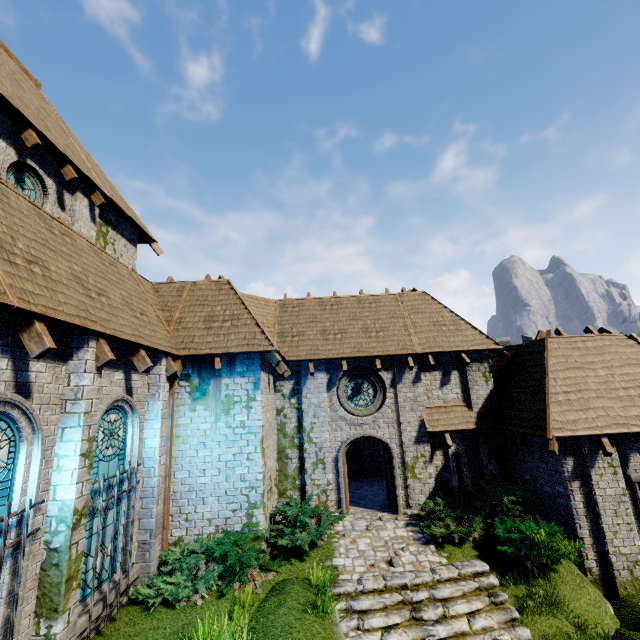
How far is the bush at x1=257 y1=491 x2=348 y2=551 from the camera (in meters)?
9.01

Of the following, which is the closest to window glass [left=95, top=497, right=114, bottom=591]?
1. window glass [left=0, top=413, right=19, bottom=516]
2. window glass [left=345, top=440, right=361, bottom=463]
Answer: window glass [left=0, top=413, right=19, bottom=516]

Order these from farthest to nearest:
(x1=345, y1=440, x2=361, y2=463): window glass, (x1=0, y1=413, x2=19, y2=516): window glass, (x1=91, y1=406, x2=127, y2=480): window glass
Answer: (x1=345, y1=440, x2=361, y2=463): window glass
(x1=91, y1=406, x2=127, y2=480): window glass
(x1=0, y1=413, x2=19, y2=516): window glass

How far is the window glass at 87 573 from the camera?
6.4m

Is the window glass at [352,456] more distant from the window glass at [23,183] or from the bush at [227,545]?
the window glass at [23,183]

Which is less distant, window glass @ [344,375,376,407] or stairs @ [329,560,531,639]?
stairs @ [329,560,531,639]

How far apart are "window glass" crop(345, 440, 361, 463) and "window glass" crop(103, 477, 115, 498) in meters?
12.3 m

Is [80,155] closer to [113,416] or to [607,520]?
[113,416]
